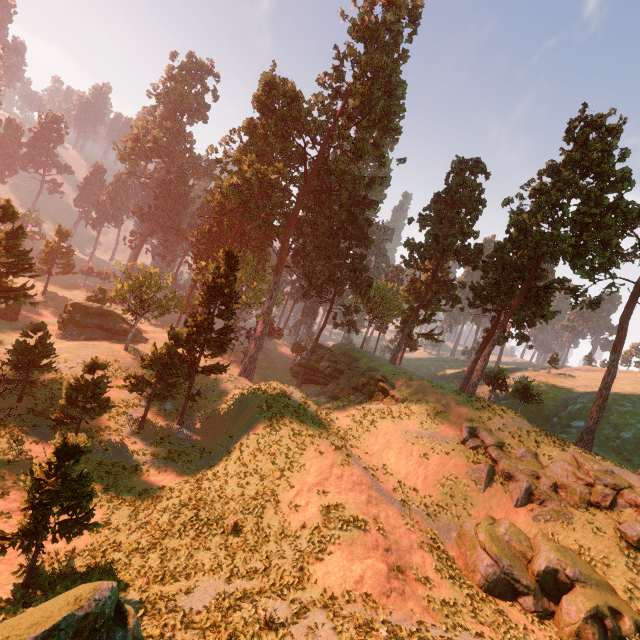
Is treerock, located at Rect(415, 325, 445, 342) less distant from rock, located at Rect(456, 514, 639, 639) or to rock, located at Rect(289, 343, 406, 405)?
rock, located at Rect(289, 343, 406, 405)

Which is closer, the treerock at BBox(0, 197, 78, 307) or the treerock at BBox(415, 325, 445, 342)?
the treerock at BBox(0, 197, 78, 307)

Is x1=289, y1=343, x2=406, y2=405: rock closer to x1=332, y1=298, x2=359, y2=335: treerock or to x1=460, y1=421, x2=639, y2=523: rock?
x1=332, y1=298, x2=359, y2=335: treerock

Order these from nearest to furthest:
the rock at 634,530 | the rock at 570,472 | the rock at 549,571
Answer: the rock at 549,571 < the rock at 634,530 < the rock at 570,472

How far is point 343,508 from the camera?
17.7m

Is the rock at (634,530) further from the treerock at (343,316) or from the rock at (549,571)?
the treerock at (343,316)

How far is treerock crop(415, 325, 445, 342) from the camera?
56.5 meters

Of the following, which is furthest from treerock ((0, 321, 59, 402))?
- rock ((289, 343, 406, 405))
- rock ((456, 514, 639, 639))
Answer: rock ((456, 514, 639, 639))
